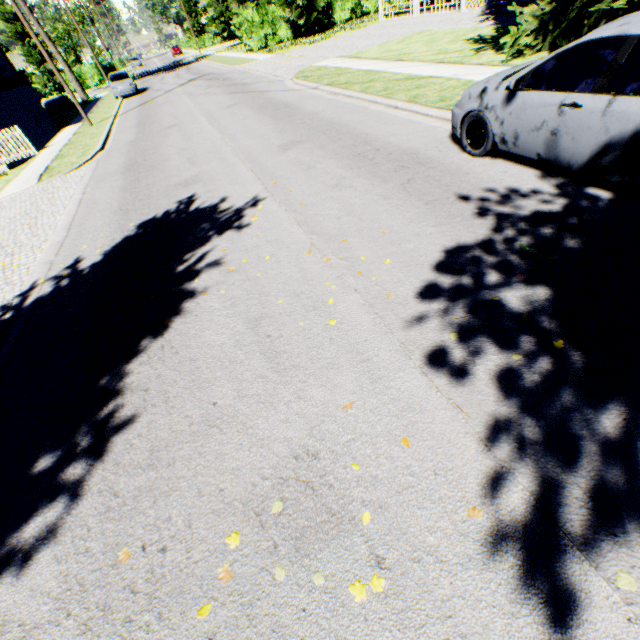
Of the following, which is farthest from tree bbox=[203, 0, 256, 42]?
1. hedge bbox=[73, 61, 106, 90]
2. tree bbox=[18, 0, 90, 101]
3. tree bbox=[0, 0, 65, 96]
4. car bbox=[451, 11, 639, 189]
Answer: car bbox=[451, 11, 639, 189]

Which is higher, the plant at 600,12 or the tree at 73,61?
the tree at 73,61

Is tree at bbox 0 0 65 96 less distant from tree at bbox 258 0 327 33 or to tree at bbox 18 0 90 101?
tree at bbox 18 0 90 101

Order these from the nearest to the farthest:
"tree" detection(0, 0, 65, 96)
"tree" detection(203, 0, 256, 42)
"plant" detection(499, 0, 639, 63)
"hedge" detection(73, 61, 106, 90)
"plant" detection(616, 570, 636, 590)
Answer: "plant" detection(616, 570, 636, 590) < "plant" detection(499, 0, 639, 63) < "tree" detection(203, 0, 256, 42) < "tree" detection(0, 0, 65, 96) < "hedge" detection(73, 61, 106, 90)

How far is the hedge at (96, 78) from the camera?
44.78m

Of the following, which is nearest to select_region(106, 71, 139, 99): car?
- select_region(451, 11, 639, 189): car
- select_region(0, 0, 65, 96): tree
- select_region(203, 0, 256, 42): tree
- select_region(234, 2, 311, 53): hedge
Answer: select_region(234, 2, 311, 53): hedge

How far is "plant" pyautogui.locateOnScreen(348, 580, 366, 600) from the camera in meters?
1.9

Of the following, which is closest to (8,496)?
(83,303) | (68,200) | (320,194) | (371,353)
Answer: (83,303)
